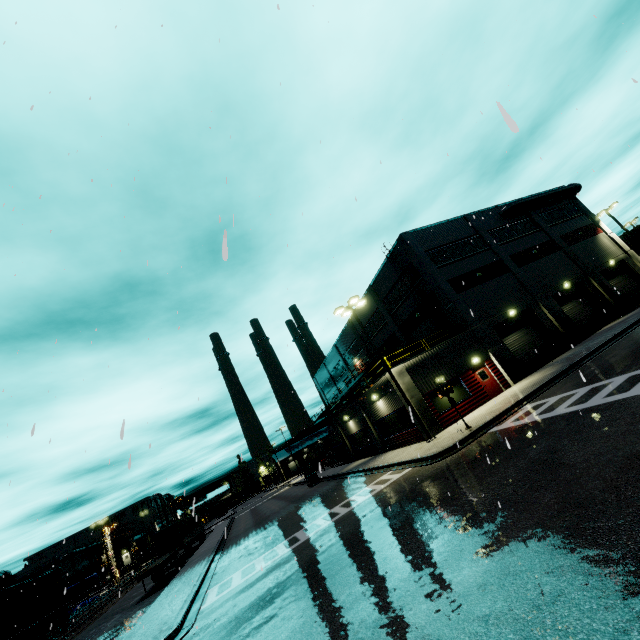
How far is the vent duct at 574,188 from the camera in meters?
32.0

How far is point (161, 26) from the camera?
3.75m

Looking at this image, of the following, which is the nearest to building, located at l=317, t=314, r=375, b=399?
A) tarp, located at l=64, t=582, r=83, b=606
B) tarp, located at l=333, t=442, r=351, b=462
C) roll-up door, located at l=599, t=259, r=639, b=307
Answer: roll-up door, located at l=599, t=259, r=639, b=307

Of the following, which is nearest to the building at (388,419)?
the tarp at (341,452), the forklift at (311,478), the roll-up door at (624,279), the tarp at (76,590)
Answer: the roll-up door at (624,279)

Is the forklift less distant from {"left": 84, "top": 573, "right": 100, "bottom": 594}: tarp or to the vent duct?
{"left": 84, "top": 573, "right": 100, "bottom": 594}: tarp

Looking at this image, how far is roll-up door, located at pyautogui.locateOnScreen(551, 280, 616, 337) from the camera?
28.16m

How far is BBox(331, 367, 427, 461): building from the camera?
22.4 meters

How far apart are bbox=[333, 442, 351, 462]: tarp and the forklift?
3.28m
